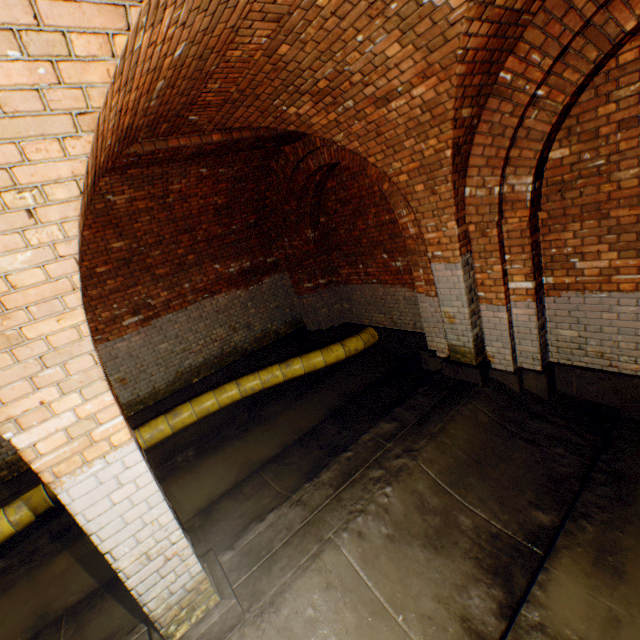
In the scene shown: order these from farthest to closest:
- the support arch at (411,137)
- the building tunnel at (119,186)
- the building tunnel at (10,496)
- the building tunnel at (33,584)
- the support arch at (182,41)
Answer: the building tunnel at (10,496)
the building tunnel at (119,186)
the building tunnel at (33,584)
the support arch at (411,137)
the support arch at (182,41)

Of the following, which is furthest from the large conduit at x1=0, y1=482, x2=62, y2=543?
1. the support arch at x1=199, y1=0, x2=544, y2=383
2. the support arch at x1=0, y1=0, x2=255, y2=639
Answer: A: the support arch at x1=0, y1=0, x2=255, y2=639

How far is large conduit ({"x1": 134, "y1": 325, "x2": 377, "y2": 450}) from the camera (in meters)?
5.95

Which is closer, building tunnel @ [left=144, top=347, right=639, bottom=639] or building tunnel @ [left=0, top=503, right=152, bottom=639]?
building tunnel @ [left=144, top=347, right=639, bottom=639]

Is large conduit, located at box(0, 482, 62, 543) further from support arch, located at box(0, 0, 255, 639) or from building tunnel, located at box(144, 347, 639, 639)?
support arch, located at box(0, 0, 255, 639)

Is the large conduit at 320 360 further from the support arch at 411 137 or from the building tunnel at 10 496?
the support arch at 411 137

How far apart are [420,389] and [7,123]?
4.97m

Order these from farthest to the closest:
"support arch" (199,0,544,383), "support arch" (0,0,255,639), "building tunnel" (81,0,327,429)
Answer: "building tunnel" (81,0,327,429) → "support arch" (199,0,544,383) → "support arch" (0,0,255,639)
